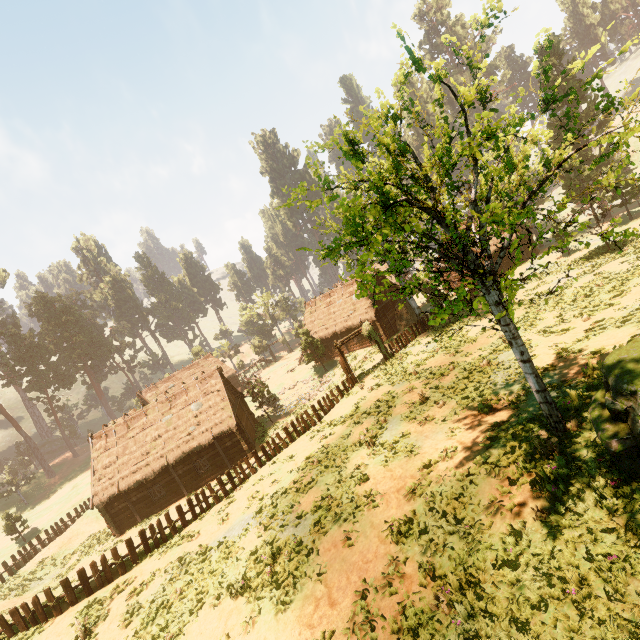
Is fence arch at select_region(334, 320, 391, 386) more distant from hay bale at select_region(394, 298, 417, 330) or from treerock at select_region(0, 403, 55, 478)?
hay bale at select_region(394, 298, 417, 330)

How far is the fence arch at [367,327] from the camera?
24.7m

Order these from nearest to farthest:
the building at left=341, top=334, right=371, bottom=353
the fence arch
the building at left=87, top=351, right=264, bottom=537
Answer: the fence arch
the building at left=87, top=351, right=264, bottom=537
the building at left=341, top=334, right=371, bottom=353

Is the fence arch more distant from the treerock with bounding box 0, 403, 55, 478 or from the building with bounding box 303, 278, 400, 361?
the building with bounding box 303, 278, 400, 361

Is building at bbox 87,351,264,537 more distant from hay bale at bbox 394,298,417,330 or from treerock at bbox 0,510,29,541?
hay bale at bbox 394,298,417,330

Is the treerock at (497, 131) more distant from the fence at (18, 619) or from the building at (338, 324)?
the fence at (18, 619)

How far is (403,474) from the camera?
11.8 meters

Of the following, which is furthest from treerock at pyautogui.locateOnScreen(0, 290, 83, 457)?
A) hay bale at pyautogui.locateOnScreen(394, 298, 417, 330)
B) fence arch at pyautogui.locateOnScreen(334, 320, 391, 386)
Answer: fence arch at pyautogui.locateOnScreen(334, 320, 391, 386)
